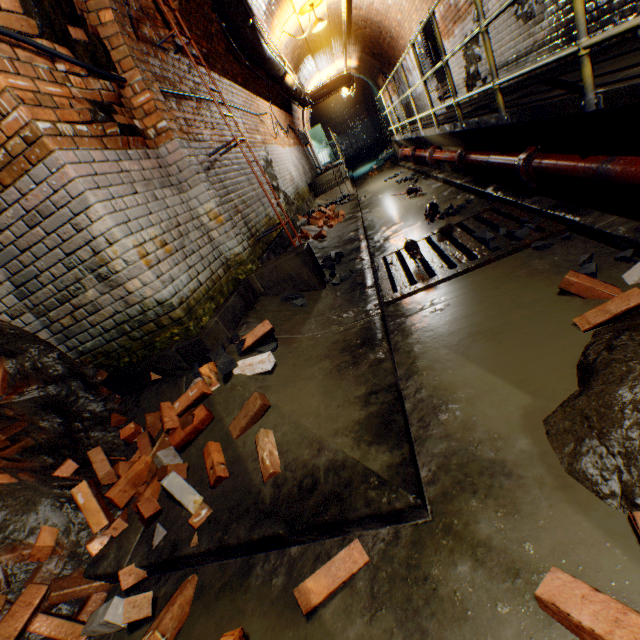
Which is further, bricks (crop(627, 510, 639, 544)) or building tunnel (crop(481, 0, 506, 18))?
building tunnel (crop(481, 0, 506, 18))

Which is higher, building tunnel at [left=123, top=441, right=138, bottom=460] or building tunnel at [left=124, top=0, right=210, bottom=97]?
building tunnel at [left=124, top=0, right=210, bottom=97]

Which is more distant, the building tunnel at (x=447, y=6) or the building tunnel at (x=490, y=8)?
the building tunnel at (x=447, y=6)

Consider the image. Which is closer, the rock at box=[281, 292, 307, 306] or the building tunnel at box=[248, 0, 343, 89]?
the rock at box=[281, 292, 307, 306]

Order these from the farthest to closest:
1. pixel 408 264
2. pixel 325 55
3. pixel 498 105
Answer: pixel 325 55 < pixel 408 264 < pixel 498 105

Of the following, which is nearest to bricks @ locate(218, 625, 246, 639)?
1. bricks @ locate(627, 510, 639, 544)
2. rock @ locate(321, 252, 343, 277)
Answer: bricks @ locate(627, 510, 639, 544)

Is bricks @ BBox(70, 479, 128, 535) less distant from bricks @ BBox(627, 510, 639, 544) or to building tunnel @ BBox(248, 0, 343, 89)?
building tunnel @ BBox(248, 0, 343, 89)

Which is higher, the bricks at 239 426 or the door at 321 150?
the door at 321 150
